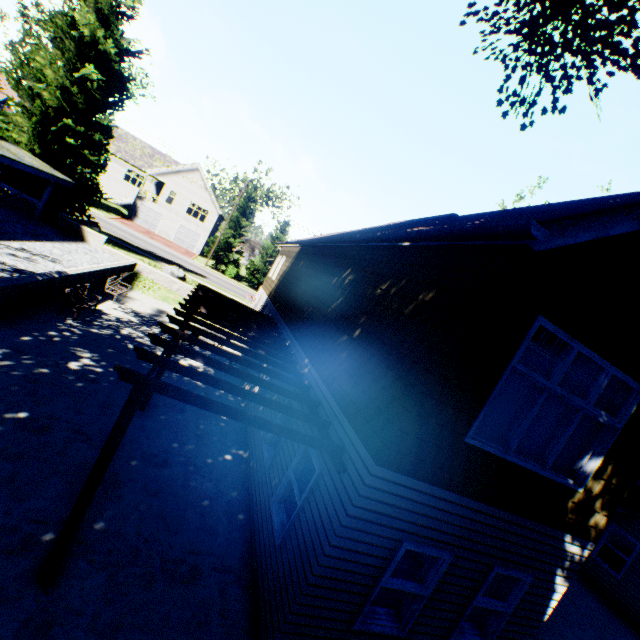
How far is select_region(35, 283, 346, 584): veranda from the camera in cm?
414

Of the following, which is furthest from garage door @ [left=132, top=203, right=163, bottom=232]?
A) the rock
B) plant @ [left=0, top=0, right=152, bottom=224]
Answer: the rock

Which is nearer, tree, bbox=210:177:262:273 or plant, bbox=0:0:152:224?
plant, bbox=0:0:152:224

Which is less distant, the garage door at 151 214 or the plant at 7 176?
the plant at 7 176

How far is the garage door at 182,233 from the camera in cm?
4541

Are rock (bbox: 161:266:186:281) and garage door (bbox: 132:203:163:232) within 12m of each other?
no

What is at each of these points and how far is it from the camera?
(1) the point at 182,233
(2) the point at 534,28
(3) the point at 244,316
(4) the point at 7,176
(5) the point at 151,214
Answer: (1) garage door, 45.5 meters
(2) plant, 9.7 meters
(3) veranda, 11.4 meters
(4) plant, 19.3 meters
(5) garage door, 44.1 meters

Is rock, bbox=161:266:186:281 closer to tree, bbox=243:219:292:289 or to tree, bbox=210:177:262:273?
tree, bbox=243:219:292:289
